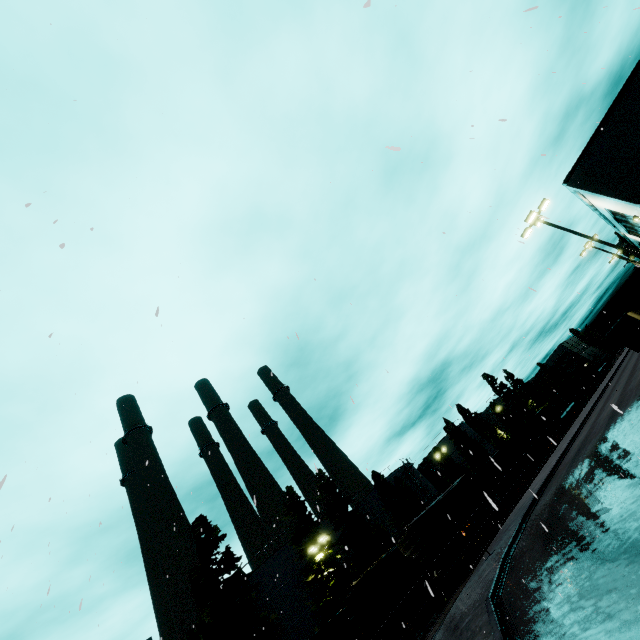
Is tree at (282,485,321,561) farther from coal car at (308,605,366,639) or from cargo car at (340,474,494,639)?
coal car at (308,605,366,639)

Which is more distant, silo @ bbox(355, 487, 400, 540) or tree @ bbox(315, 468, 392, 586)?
silo @ bbox(355, 487, 400, 540)

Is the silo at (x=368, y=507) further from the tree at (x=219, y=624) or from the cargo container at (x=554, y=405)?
the cargo container at (x=554, y=405)

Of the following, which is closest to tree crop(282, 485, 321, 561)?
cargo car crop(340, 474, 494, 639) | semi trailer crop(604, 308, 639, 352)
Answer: cargo car crop(340, 474, 494, 639)

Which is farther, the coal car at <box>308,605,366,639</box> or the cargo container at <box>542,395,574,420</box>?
the cargo container at <box>542,395,574,420</box>

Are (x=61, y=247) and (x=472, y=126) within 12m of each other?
yes

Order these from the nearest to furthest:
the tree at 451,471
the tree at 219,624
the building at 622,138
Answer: the building at 622,138 < the tree at 219,624 < the tree at 451,471
